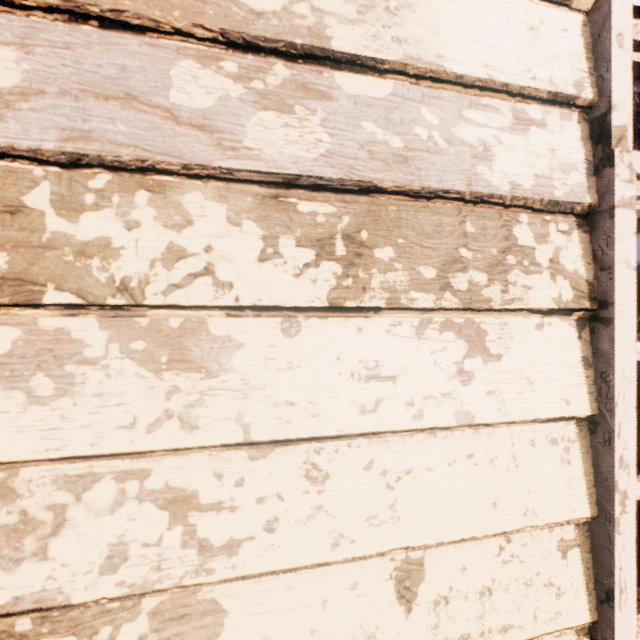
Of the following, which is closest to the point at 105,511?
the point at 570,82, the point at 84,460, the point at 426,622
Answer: the point at 84,460
